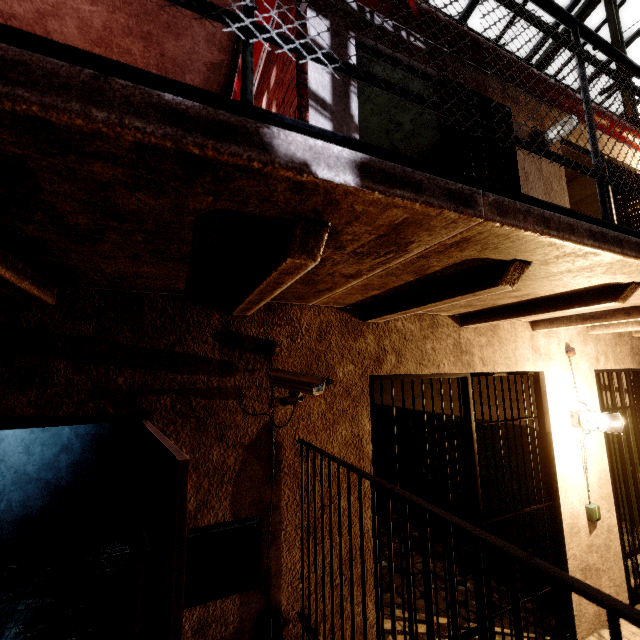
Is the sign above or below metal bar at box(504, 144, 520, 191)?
below

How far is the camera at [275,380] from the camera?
Result: 1.8m

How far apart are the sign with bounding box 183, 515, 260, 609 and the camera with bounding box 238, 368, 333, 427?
0.6 meters

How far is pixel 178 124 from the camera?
0.7 meters

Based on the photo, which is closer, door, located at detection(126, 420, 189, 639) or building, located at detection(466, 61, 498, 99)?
door, located at detection(126, 420, 189, 639)

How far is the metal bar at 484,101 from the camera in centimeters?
347cm

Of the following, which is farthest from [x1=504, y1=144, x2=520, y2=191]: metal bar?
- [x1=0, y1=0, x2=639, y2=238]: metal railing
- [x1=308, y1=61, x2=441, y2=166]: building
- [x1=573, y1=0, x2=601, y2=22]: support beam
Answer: [x1=0, y1=0, x2=639, y2=238]: metal railing

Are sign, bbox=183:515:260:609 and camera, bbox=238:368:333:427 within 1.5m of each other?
yes
